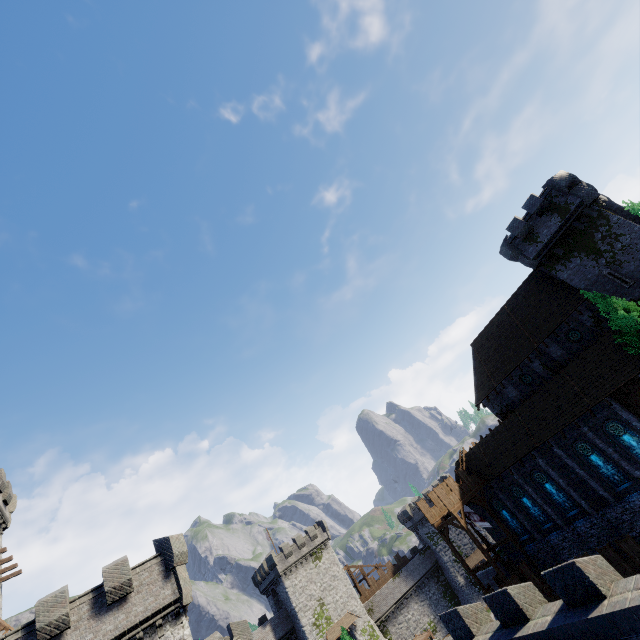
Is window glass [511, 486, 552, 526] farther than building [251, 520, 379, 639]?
No

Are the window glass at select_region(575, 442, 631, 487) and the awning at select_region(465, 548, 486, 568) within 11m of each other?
no

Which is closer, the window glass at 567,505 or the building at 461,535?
the window glass at 567,505

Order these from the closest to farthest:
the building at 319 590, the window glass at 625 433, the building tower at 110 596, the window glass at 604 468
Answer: the building tower at 110 596 → the window glass at 625 433 → the window glass at 604 468 → the building at 319 590

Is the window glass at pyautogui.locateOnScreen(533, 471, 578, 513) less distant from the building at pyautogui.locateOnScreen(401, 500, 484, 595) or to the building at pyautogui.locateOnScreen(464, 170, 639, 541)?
the building at pyautogui.locateOnScreen(464, 170, 639, 541)

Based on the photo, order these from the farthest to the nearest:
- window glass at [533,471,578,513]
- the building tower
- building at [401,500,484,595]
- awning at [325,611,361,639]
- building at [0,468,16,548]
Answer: building at [401,500,484,595], awning at [325,611,361,639], building at [0,468,16,548], window glass at [533,471,578,513], the building tower

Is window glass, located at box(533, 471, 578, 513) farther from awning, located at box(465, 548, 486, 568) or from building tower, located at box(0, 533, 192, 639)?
awning, located at box(465, 548, 486, 568)

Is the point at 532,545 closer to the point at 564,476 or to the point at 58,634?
the point at 564,476
